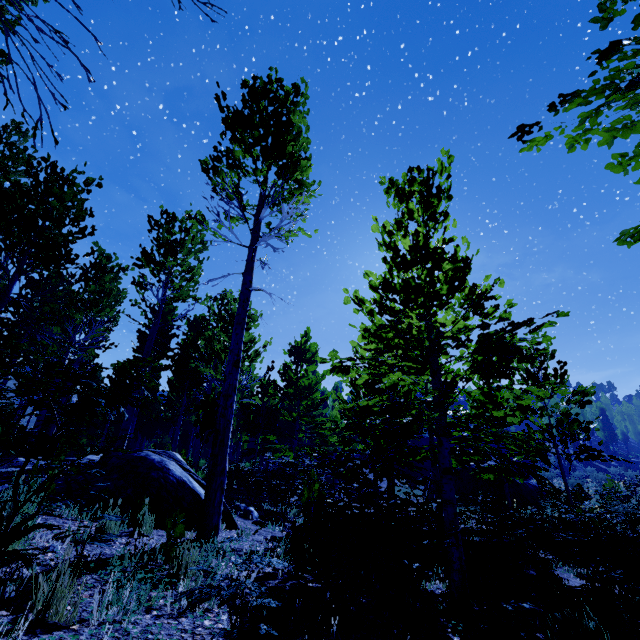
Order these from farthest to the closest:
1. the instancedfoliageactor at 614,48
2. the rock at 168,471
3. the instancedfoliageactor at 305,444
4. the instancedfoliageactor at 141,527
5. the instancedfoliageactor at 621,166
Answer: the rock at 168,471 < the instancedfoliageactor at 141,527 < the instancedfoliageactor at 305,444 < the instancedfoliageactor at 621,166 < the instancedfoliageactor at 614,48

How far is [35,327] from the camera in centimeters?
1950cm

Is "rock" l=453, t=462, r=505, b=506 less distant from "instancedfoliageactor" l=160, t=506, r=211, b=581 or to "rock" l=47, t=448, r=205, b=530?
"instancedfoliageactor" l=160, t=506, r=211, b=581

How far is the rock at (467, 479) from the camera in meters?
19.3 m

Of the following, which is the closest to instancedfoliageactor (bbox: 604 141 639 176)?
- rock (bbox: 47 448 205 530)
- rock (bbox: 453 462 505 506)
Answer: rock (bbox: 47 448 205 530)

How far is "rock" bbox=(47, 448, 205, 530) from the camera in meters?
4.8 m
